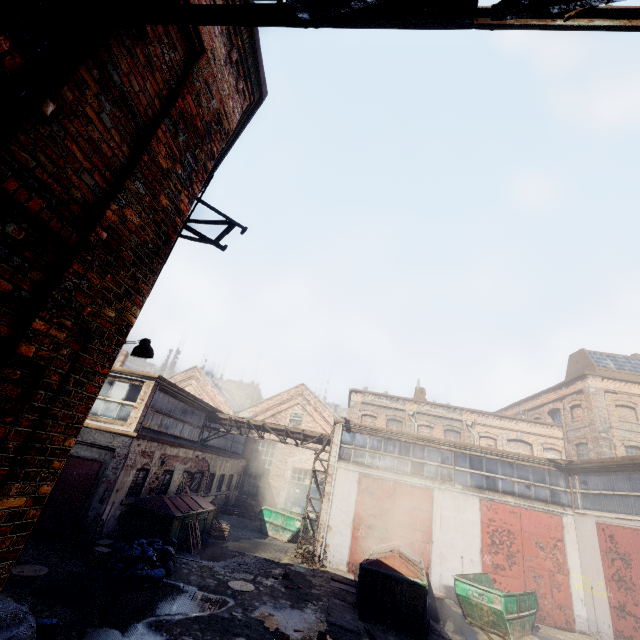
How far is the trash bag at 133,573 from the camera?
9.48m

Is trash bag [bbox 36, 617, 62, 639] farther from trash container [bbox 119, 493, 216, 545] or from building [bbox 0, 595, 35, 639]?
trash container [bbox 119, 493, 216, 545]

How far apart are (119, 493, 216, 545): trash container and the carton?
2.15m

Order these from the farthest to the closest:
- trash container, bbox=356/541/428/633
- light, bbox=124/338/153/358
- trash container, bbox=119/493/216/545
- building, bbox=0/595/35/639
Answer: trash container, bbox=119/493/216/545 < trash container, bbox=356/541/428/633 < light, bbox=124/338/153/358 < building, bbox=0/595/35/639

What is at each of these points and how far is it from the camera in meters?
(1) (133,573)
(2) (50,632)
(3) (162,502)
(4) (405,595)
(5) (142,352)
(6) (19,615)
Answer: (1) trash bag, 9.5 m
(2) trash bag, 5.6 m
(3) trash container, 12.9 m
(4) trash container, 10.4 m
(5) light, 6.2 m
(6) building, 5.2 m

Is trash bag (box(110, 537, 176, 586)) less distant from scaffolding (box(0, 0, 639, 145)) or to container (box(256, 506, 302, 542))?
container (box(256, 506, 302, 542))

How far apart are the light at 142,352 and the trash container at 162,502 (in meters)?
9.25

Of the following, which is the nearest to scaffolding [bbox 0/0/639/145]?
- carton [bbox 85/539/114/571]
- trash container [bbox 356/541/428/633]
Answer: carton [bbox 85/539/114/571]
